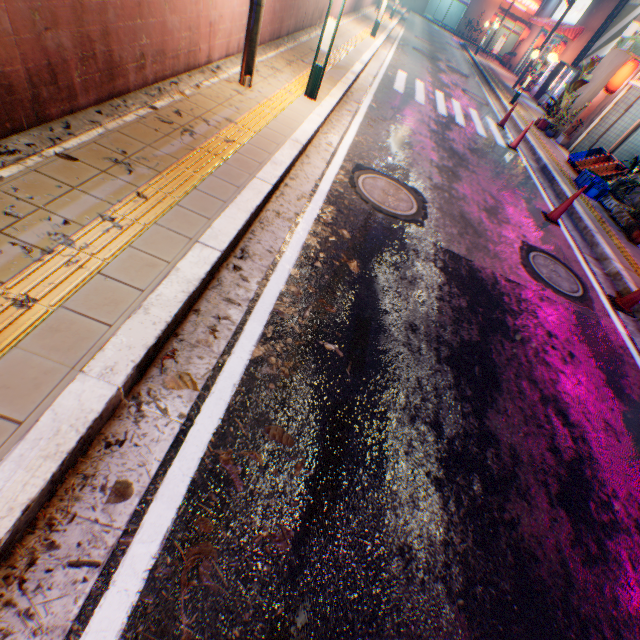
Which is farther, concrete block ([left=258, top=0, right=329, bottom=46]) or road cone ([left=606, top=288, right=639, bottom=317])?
concrete block ([left=258, top=0, right=329, bottom=46])

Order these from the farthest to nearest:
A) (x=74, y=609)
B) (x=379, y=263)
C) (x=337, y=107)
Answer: (x=337, y=107), (x=379, y=263), (x=74, y=609)

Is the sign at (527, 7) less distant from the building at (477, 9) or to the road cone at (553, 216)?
the building at (477, 9)

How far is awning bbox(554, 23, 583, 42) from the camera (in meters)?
19.94

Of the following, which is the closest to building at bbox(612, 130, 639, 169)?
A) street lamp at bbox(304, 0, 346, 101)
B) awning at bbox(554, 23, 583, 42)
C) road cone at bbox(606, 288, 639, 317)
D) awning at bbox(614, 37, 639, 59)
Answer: awning at bbox(614, 37, 639, 59)

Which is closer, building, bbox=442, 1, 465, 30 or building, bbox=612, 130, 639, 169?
building, bbox=612, 130, 639, 169

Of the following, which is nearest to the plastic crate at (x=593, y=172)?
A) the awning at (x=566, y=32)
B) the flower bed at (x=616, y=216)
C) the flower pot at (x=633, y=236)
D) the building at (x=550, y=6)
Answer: the flower bed at (x=616, y=216)
